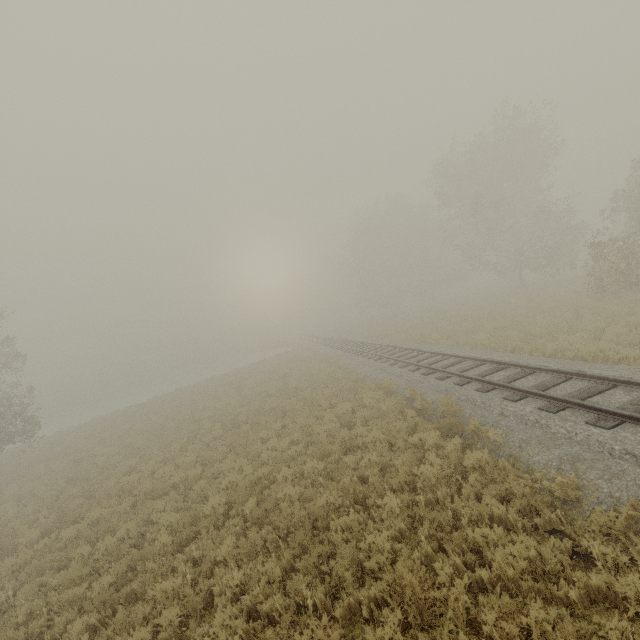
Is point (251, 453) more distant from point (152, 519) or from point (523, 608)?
point (523, 608)
